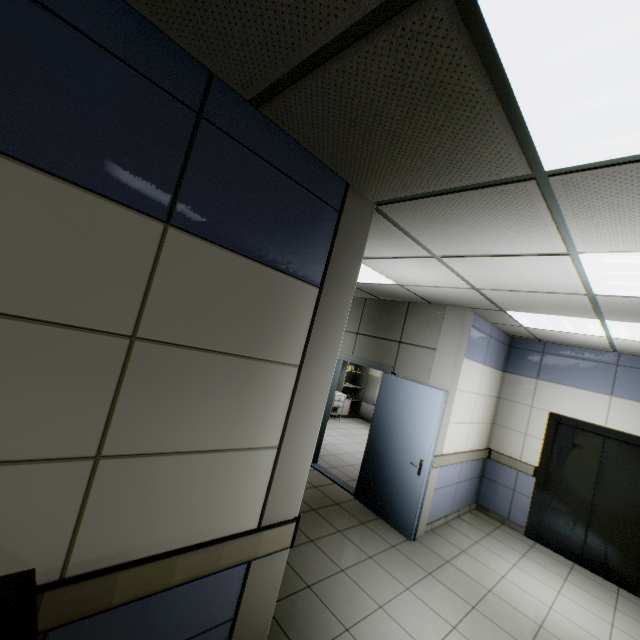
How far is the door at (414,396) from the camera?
4.35m

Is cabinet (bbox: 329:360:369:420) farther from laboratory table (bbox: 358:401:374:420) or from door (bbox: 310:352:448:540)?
door (bbox: 310:352:448:540)

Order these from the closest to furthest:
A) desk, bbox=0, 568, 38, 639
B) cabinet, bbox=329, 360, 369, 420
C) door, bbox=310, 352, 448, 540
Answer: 1. desk, bbox=0, 568, 38, 639
2. door, bbox=310, 352, 448, 540
3. cabinet, bbox=329, 360, 369, 420

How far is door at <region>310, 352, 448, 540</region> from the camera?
4.3m

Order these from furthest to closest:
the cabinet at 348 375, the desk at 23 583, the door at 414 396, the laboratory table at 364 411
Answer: the laboratory table at 364 411 → the cabinet at 348 375 → the door at 414 396 → the desk at 23 583

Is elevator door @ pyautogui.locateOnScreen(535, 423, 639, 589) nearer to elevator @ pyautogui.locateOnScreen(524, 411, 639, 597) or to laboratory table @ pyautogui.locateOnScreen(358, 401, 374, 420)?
elevator @ pyautogui.locateOnScreen(524, 411, 639, 597)

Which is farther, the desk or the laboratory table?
the laboratory table

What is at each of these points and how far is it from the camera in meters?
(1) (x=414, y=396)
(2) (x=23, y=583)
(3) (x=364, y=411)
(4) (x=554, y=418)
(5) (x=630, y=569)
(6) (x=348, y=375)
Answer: (1) door, 4.7
(2) desk, 1.1
(3) laboratory table, 11.2
(4) elevator, 5.4
(5) elevator door, 4.6
(6) cabinet, 11.5
